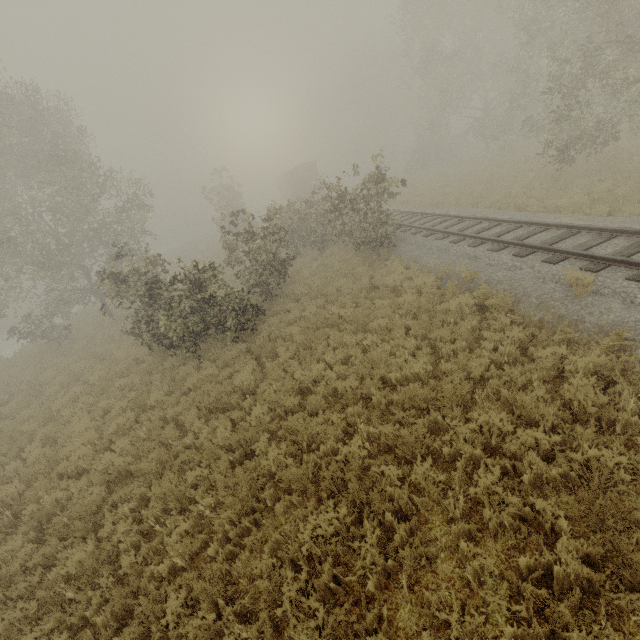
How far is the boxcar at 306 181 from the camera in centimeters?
3712cm

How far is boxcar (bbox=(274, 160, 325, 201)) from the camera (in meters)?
37.12

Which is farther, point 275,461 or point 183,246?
point 183,246

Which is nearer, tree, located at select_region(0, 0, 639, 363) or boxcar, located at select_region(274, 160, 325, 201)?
tree, located at select_region(0, 0, 639, 363)

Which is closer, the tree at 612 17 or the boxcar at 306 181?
the tree at 612 17
